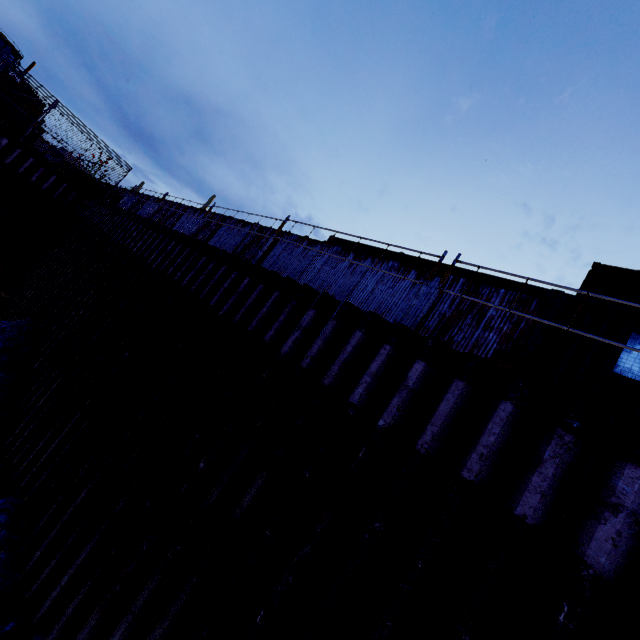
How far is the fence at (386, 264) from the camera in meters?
7.8 m

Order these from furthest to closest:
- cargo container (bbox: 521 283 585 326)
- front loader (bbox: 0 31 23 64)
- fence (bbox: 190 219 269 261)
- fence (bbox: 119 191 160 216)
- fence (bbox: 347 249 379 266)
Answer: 1. fence (bbox: 119 191 160 216)
2. front loader (bbox: 0 31 23 64)
3. fence (bbox: 190 219 269 261)
4. fence (bbox: 347 249 379 266)
5. cargo container (bbox: 521 283 585 326)

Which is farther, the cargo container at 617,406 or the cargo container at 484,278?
the cargo container at 484,278

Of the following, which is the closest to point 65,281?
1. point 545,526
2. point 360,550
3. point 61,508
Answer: point 61,508

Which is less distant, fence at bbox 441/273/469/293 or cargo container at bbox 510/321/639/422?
cargo container at bbox 510/321/639/422

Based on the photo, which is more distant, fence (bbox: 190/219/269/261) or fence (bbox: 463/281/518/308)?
fence (bbox: 190/219/269/261)

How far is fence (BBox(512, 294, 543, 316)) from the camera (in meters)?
5.95
